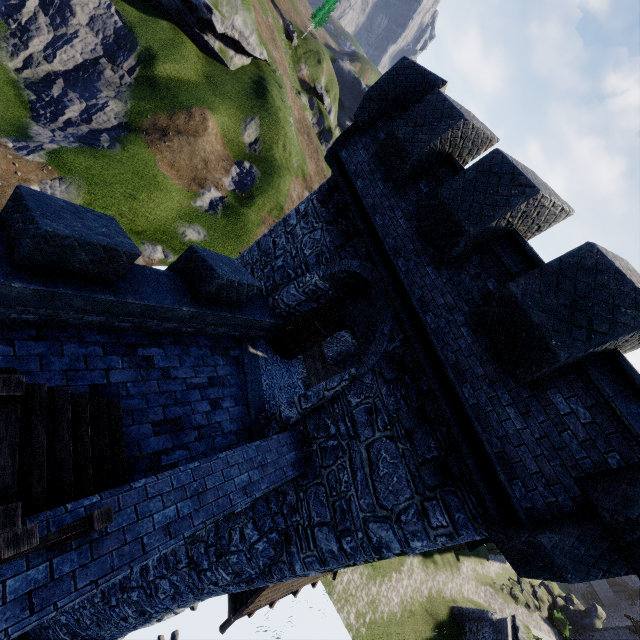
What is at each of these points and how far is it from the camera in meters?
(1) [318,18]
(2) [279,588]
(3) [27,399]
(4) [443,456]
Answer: (1) tree, 57.2
(2) awning, 11.3
(3) stairs, 4.1
(4) building, 5.6

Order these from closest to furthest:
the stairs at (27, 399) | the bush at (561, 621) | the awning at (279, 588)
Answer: the stairs at (27, 399), the awning at (279, 588), the bush at (561, 621)

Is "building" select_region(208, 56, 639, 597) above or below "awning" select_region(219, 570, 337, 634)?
above

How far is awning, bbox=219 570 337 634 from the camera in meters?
10.1 m

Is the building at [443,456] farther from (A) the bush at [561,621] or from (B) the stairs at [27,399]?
(A) the bush at [561,621]

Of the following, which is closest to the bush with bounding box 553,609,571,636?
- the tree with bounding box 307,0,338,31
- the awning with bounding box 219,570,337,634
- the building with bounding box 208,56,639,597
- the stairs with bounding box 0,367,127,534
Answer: the building with bounding box 208,56,639,597

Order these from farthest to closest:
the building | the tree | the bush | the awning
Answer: the tree → the bush → the awning → the building

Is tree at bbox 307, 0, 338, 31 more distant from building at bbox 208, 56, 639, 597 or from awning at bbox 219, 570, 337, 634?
awning at bbox 219, 570, 337, 634
